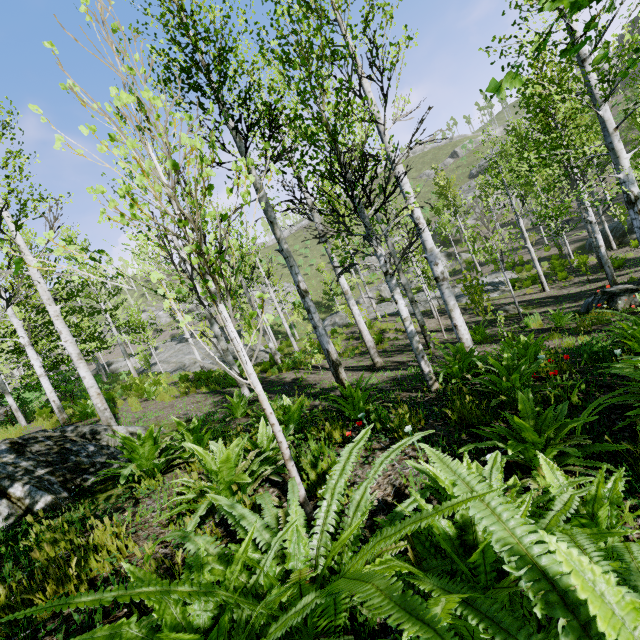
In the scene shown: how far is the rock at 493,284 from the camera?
18.2m

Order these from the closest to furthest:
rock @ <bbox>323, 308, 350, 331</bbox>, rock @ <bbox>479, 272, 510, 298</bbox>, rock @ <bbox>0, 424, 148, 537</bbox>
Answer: rock @ <bbox>0, 424, 148, 537</bbox>, rock @ <bbox>479, 272, 510, 298</bbox>, rock @ <bbox>323, 308, 350, 331</bbox>

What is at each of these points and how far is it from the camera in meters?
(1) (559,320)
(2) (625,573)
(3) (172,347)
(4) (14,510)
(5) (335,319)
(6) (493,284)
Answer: (1) instancedfoliageactor, 8.8 m
(2) instancedfoliageactor, 1.1 m
(3) rock, 33.1 m
(4) rock, 3.3 m
(5) rock, 26.6 m
(6) rock, 21.4 m

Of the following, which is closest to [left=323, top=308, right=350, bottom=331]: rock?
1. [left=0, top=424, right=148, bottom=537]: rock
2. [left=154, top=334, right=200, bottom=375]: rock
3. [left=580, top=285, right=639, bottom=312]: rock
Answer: [left=154, top=334, right=200, bottom=375]: rock

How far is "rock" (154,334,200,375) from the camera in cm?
2259

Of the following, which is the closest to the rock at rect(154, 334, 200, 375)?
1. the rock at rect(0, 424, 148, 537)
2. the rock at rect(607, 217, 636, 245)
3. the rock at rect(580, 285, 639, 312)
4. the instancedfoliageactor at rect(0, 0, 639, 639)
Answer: the instancedfoliageactor at rect(0, 0, 639, 639)

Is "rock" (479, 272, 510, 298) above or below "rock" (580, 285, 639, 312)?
below

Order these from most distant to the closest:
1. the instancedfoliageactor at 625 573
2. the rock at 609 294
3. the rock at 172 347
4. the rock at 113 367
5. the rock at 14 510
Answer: the rock at 113 367 < the rock at 172 347 < the rock at 609 294 < the rock at 14 510 < the instancedfoliageactor at 625 573
